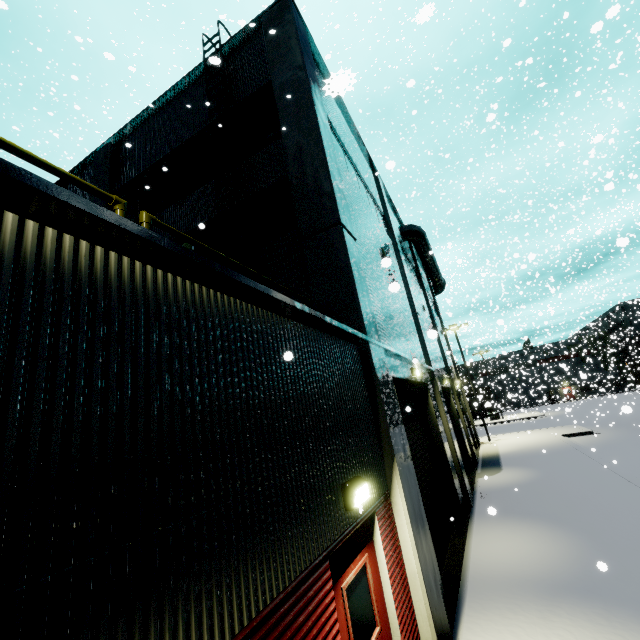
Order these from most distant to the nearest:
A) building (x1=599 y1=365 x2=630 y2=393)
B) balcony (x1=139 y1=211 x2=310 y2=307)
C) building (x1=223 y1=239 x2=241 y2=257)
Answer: building (x1=599 y1=365 x2=630 y2=393)
building (x1=223 y1=239 x2=241 y2=257)
balcony (x1=139 y1=211 x2=310 y2=307)

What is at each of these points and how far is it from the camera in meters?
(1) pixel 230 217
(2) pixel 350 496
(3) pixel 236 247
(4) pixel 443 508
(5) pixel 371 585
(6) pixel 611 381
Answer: (1) building, 8.4 m
(2) light, 3.7 m
(3) building, 8.0 m
(4) roll-up door, 9.6 m
(5) door, 3.9 m
(6) building, 59.7 m

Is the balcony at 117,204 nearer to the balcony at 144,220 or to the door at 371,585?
the balcony at 144,220

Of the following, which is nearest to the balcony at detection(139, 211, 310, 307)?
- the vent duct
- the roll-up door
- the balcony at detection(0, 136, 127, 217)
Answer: the balcony at detection(0, 136, 127, 217)

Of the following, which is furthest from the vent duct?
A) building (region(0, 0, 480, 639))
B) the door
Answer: the door

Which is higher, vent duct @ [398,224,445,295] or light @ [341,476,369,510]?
vent duct @ [398,224,445,295]

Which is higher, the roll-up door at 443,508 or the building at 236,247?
the building at 236,247

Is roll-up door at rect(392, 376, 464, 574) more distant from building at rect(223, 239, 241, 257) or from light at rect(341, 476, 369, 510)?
light at rect(341, 476, 369, 510)
